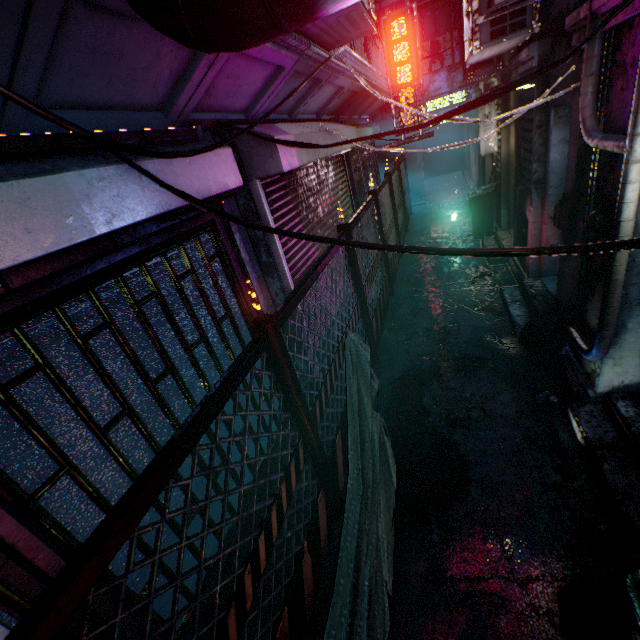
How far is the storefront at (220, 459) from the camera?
2.6m

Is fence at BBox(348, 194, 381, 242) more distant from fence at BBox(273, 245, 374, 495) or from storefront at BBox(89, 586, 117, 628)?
storefront at BBox(89, 586, 117, 628)

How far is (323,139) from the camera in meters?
4.0 m

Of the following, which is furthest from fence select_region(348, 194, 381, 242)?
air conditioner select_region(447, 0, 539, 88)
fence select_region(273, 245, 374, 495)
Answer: air conditioner select_region(447, 0, 539, 88)

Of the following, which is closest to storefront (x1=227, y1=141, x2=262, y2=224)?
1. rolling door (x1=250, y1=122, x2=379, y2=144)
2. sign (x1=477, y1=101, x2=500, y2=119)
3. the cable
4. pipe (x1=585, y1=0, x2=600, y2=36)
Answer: rolling door (x1=250, y1=122, x2=379, y2=144)

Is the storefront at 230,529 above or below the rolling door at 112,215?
below

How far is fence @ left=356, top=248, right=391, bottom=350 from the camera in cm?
416

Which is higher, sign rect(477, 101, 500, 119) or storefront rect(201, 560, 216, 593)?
sign rect(477, 101, 500, 119)
